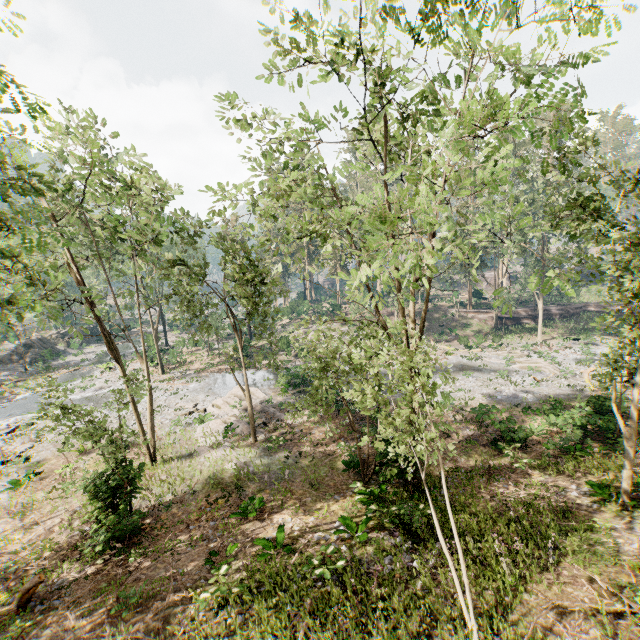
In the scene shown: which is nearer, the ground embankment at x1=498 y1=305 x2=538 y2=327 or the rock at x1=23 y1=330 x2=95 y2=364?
the rock at x1=23 y1=330 x2=95 y2=364

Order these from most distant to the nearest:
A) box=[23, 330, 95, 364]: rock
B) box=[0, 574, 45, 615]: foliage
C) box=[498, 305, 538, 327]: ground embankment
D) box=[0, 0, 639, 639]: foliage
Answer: box=[498, 305, 538, 327]: ground embankment < box=[23, 330, 95, 364]: rock < box=[0, 574, 45, 615]: foliage < box=[0, 0, 639, 639]: foliage

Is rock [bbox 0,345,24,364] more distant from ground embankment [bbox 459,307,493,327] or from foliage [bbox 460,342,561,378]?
ground embankment [bbox 459,307,493,327]

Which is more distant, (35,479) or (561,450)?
(35,479)

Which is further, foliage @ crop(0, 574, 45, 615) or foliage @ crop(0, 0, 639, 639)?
foliage @ crop(0, 574, 45, 615)

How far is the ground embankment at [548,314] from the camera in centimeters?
4512cm

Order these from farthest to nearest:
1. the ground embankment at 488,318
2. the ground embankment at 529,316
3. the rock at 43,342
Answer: the ground embankment at 488,318, the ground embankment at 529,316, the rock at 43,342
